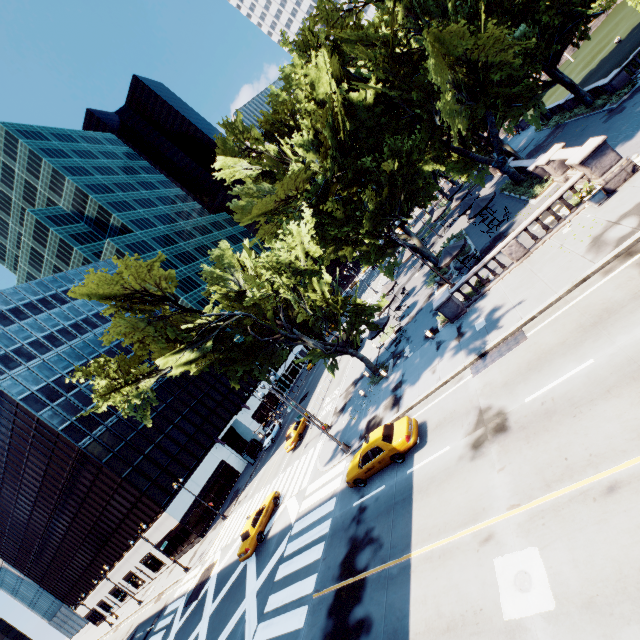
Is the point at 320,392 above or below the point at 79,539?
below

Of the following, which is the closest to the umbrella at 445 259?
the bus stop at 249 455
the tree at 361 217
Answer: the tree at 361 217

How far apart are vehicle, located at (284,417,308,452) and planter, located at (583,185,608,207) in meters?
29.8 m

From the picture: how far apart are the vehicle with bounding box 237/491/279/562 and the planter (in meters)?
28.63

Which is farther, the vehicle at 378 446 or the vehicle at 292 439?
the vehicle at 292 439

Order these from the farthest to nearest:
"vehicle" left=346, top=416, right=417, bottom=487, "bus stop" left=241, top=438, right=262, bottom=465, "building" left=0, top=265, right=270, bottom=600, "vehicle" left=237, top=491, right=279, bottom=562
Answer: "bus stop" left=241, top=438, right=262, bottom=465 → "building" left=0, top=265, right=270, bottom=600 → "vehicle" left=237, top=491, right=279, bottom=562 → "vehicle" left=346, top=416, right=417, bottom=487

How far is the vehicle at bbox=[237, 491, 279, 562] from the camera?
23.0 meters

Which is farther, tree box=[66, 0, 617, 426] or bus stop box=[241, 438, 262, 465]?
bus stop box=[241, 438, 262, 465]
